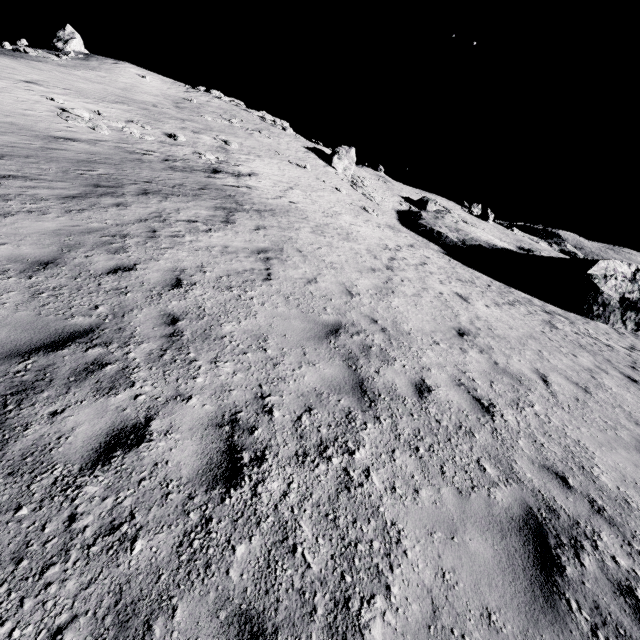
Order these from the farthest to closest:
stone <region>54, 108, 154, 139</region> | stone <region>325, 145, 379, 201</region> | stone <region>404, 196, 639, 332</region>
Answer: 1. stone <region>325, 145, 379, 201</region>
2. stone <region>404, 196, 639, 332</region>
3. stone <region>54, 108, 154, 139</region>

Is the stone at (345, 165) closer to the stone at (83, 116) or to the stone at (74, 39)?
the stone at (83, 116)

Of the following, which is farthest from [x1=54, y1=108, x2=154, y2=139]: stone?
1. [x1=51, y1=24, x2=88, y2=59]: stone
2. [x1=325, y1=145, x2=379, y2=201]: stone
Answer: Answer: [x1=51, y1=24, x2=88, y2=59]: stone

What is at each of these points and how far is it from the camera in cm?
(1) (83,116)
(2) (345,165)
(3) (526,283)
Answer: (1) stone, 1891
(2) stone, 3941
(3) stone, 2812

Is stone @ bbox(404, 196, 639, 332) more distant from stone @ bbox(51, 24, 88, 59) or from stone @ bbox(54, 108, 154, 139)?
stone @ bbox(51, 24, 88, 59)

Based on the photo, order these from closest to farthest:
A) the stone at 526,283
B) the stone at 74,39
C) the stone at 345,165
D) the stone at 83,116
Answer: the stone at 83,116, the stone at 526,283, the stone at 74,39, the stone at 345,165
